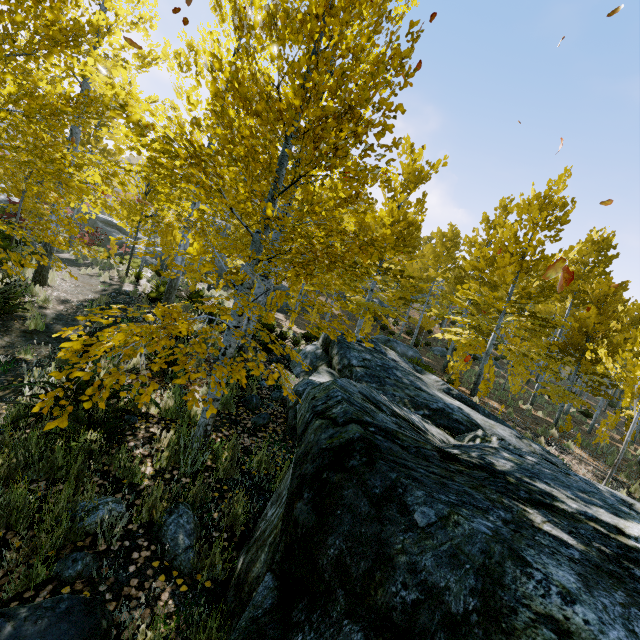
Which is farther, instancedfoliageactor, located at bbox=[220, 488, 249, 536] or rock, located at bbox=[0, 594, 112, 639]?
instancedfoliageactor, located at bbox=[220, 488, 249, 536]

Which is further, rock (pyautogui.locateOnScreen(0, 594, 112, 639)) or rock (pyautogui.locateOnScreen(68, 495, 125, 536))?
rock (pyautogui.locateOnScreen(68, 495, 125, 536))

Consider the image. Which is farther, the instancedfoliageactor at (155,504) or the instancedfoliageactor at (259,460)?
the instancedfoliageactor at (259,460)

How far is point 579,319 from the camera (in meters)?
14.24

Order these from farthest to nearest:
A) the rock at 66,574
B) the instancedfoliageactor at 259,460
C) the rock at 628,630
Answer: the instancedfoliageactor at 259,460 → the rock at 66,574 → the rock at 628,630

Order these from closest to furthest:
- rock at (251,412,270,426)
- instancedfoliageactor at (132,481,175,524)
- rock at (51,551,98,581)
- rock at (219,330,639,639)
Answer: rock at (219,330,639,639) < rock at (51,551,98,581) < instancedfoliageactor at (132,481,175,524) < rock at (251,412,270,426)

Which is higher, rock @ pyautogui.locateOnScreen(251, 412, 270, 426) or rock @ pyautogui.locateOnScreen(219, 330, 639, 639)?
rock @ pyautogui.locateOnScreen(219, 330, 639, 639)
